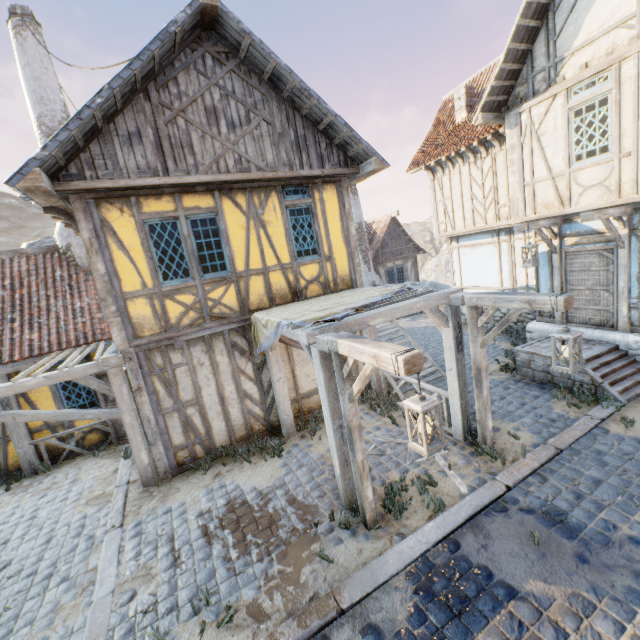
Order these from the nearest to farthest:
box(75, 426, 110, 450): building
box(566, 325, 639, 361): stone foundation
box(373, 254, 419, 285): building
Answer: box(566, 325, 639, 361): stone foundation → box(75, 426, 110, 450): building → box(373, 254, 419, 285): building

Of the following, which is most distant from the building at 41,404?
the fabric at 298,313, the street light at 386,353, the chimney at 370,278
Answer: the chimney at 370,278

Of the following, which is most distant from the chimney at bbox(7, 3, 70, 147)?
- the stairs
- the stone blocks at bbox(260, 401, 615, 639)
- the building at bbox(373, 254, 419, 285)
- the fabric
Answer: the building at bbox(373, 254, 419, 285)

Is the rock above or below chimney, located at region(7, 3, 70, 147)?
below

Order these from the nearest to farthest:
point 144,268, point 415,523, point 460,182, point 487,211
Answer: point 415,523, point 144,268, point 487,211, point 460,182

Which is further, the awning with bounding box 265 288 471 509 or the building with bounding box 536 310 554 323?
the building with bounding box 536 310 554 323

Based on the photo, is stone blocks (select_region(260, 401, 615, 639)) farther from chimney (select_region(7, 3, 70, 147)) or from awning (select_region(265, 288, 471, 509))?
chimney (select_region(7, 3, 70, 147))

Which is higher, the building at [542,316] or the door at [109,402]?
the door at [109,402]
